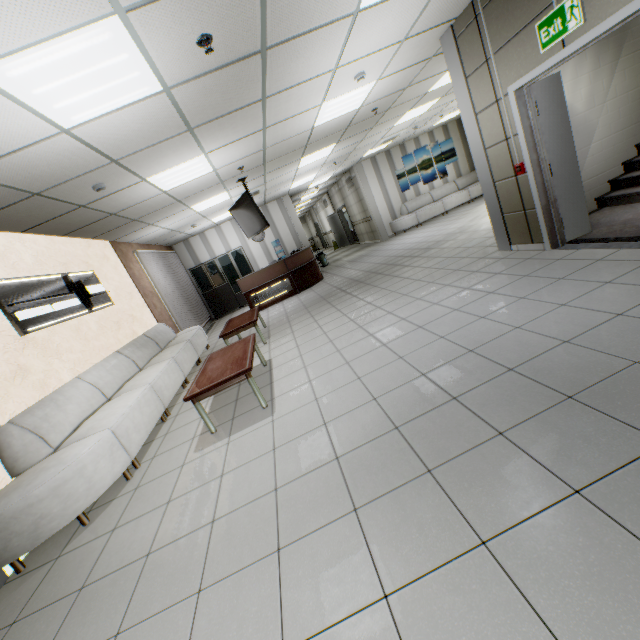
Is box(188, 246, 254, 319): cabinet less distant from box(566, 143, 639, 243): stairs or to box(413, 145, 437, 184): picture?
box(413, 145, 437, 184): picture

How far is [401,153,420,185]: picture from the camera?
13.3m

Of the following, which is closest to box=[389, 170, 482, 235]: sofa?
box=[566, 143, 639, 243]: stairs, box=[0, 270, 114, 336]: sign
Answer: box=[566, 143, 639, 243]: stairs

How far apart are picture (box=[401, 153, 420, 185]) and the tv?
8.1m

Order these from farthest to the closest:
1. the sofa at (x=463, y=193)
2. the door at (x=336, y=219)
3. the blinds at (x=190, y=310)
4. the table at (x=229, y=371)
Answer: the door at (x=336, y=219)
the sofa at (x=463, y=193)
the blinds at (x=190, y=310)
the table at (x=229, y=371)

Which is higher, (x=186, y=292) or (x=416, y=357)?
(x=186, y=292)

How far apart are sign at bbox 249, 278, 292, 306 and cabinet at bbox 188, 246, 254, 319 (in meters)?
2.81

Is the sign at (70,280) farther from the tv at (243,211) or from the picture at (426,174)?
the picture at (426,174)
